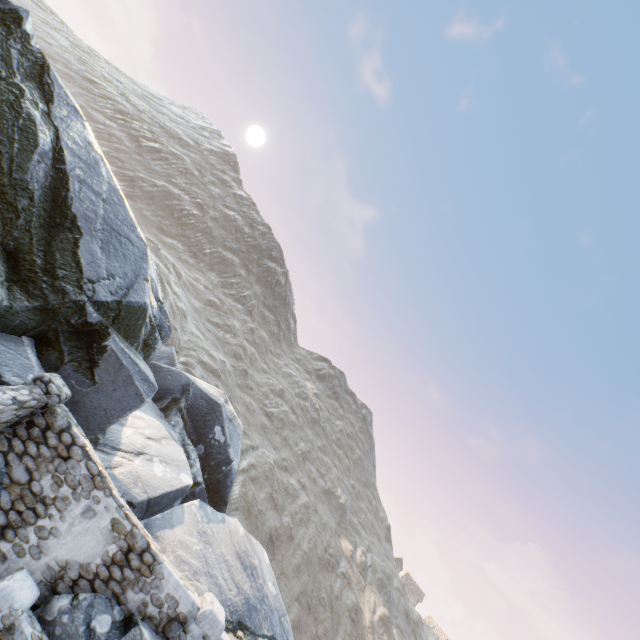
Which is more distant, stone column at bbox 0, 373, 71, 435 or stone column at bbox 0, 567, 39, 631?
stone column at bbox 0, 373, 71, 435

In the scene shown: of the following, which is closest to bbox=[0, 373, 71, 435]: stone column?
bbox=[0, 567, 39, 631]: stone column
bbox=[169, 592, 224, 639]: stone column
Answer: bbox=[0, 567, 39, 631]: stone column

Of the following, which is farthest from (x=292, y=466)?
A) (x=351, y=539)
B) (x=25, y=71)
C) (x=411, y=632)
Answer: (x=25, y=71)

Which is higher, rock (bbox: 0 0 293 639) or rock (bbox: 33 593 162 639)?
rock (bbox: 0 0 293 639)

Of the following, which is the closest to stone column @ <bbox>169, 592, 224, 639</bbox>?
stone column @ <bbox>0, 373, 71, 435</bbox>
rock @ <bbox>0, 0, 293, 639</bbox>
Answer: rock @ <bbox>0, 0, 293, 639</bbox>

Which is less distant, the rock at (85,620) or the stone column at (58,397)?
the rock at (85,620)

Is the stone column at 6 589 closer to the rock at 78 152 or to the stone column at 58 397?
the rock at 78 152

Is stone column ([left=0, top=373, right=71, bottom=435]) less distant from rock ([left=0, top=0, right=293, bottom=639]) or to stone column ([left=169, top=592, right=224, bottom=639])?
rock ([left=0, top=0, right=293, bottom=639])
